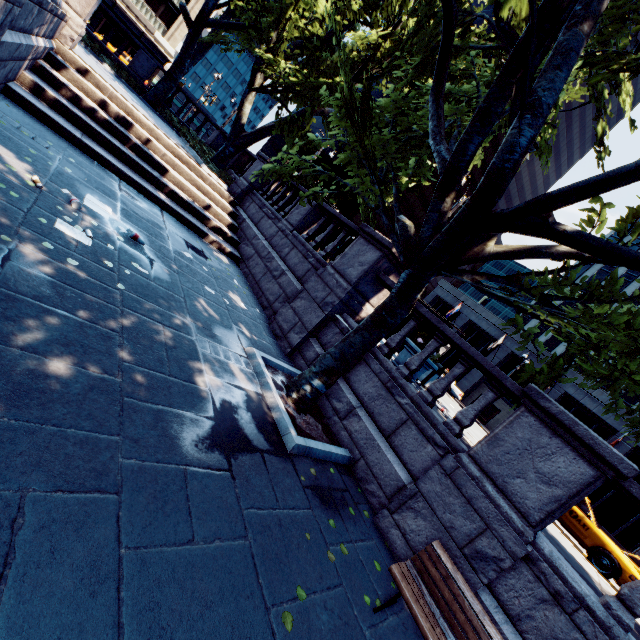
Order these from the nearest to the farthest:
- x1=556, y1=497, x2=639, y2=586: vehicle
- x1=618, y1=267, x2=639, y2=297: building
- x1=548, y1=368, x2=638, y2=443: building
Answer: x1=556, y1=497, x2=639, y2=586: vehicle < x1=548, y1=368, x2=638, y2=443: building < x1=618, y1=267, x2=639, y2=297: building

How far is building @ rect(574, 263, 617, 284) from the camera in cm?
5303

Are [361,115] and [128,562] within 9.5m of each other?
yes

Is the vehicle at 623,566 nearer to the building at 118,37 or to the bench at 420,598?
the bench at 420,598

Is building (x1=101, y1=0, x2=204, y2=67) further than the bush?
Yes

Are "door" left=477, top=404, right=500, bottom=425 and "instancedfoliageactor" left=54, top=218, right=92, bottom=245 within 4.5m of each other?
no

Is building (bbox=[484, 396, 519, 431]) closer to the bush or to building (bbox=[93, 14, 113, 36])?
the bush

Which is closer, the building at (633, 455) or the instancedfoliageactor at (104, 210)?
the instancedfoliageactor at (104, 210)
